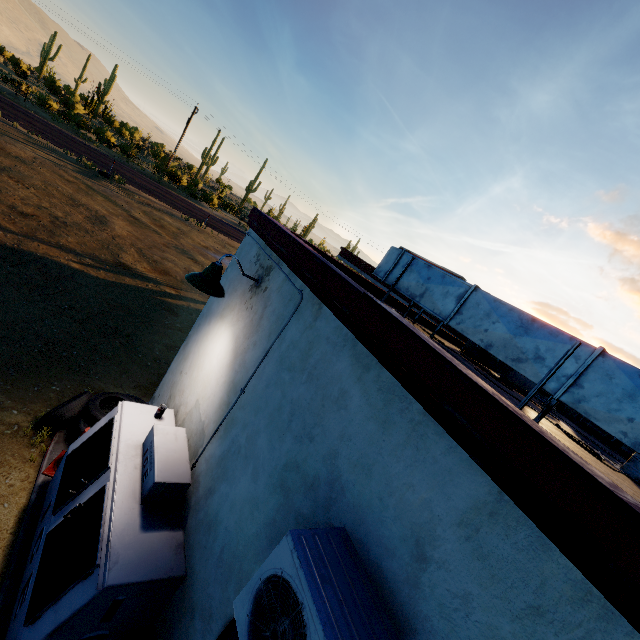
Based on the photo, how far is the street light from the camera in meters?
3.3 m

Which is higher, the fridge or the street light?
the street light

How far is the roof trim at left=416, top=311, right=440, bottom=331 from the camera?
6.67m

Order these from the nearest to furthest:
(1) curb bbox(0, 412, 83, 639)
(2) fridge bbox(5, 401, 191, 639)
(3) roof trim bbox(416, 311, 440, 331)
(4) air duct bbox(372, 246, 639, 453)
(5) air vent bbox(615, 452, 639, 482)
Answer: (4) air duct bbox(372, 246, 639, 453), (2) fridge bbox(5, 401, 191, 639), (1) curb bbox(0, 412, 83, 639), (5) air vent bbox(615, 452, 639, 482), (3) roof trim bbox(416, 311, 440, 331)

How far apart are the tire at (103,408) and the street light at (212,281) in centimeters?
268cm

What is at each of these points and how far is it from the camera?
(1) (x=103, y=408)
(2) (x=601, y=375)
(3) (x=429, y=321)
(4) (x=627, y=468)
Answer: (1) tire, 5.0 meters
(2) air duct, 2.0 meters
(3) roof trim, 6.8 meters
(4) air vent, 4.2 meters

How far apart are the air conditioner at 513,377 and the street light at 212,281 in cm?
472

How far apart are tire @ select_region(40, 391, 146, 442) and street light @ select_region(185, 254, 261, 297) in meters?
2.7 m
